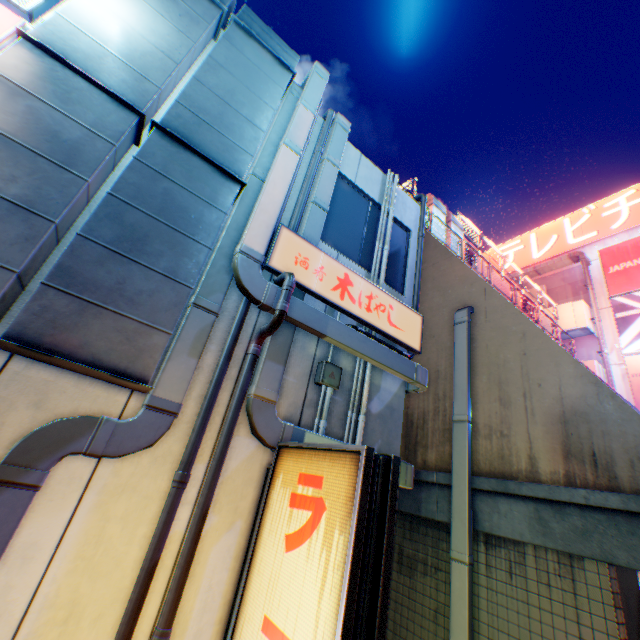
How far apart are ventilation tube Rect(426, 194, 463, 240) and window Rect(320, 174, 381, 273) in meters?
9.2 m

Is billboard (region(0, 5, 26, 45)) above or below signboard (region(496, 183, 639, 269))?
below

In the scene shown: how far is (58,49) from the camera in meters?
3.0

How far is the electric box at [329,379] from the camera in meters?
4.1

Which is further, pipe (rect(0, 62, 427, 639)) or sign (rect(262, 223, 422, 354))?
sign (rect(262, 223, 422, 354))

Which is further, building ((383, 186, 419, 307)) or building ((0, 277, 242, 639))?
building ((383, 186, 419, 307))

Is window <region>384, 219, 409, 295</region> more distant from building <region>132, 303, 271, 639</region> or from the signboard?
the signboard

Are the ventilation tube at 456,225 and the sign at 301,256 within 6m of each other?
no
